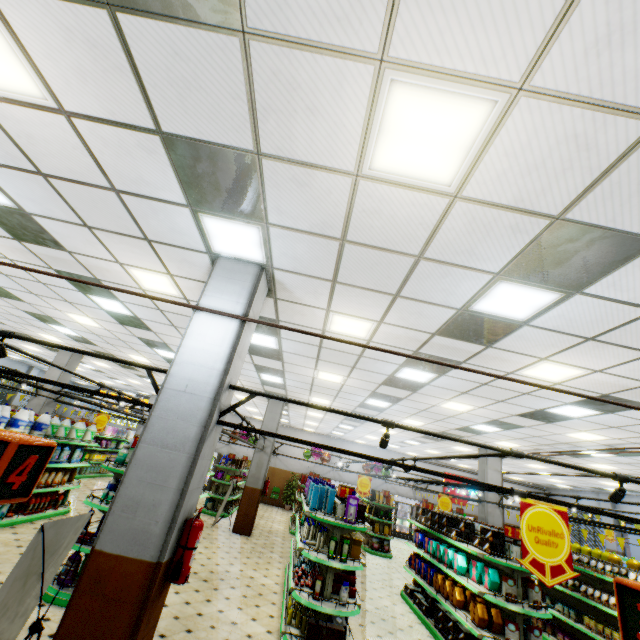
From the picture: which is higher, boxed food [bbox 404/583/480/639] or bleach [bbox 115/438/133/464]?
bleach [bbox 115/438/133/464]

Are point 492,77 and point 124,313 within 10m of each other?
yes

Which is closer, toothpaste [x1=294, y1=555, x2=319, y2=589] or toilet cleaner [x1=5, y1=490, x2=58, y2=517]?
toothpaste [x1=294, y1=555, x2=319, y2=589]

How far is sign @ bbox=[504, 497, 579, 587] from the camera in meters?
3.4

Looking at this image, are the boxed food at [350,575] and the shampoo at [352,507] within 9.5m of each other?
yes

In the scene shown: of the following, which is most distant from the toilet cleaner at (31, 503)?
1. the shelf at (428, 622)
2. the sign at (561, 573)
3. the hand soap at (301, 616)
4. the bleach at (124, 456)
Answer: the sign at (561, 573)

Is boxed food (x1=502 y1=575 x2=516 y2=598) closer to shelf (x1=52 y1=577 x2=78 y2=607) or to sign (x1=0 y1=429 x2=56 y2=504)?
shelf (x1=52 y1=577 x2=78 y2=607)

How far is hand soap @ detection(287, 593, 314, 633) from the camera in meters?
5.5 m
